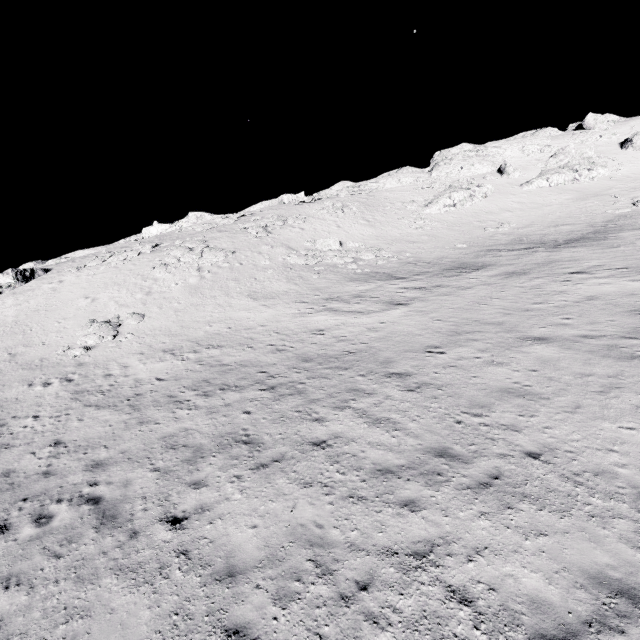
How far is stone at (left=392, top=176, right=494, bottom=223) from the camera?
42.53m

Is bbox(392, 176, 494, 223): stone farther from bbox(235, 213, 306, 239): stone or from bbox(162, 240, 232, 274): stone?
bbox(162, 240, 232, 274): stone

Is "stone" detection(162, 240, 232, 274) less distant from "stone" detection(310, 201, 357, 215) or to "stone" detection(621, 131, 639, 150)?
"stone" detection(310, 201, 357, 215)

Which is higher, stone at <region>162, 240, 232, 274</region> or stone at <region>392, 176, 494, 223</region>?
stone at <region>392, 176, 494, 223</region>

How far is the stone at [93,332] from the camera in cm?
2114

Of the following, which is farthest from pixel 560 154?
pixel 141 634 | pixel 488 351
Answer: pixel 141 634

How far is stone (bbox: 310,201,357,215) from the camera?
43.2 meters

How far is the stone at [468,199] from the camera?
42.5 meters
